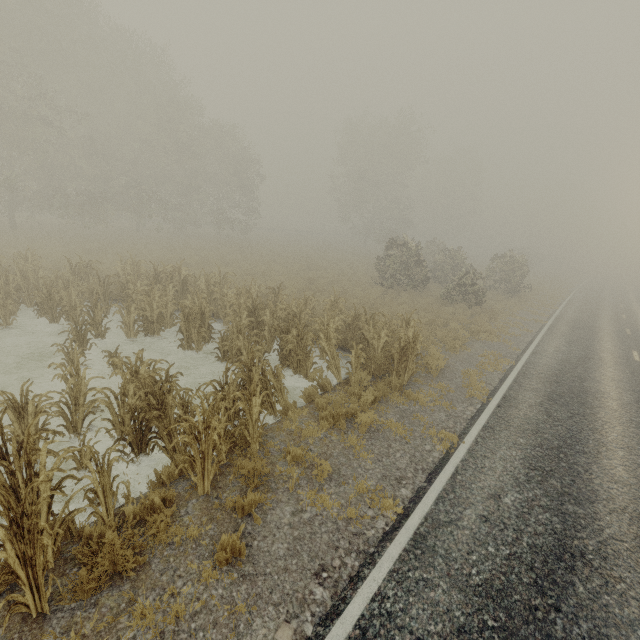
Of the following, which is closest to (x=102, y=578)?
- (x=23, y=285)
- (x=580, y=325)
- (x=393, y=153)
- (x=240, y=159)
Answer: (x=23, y=285)
